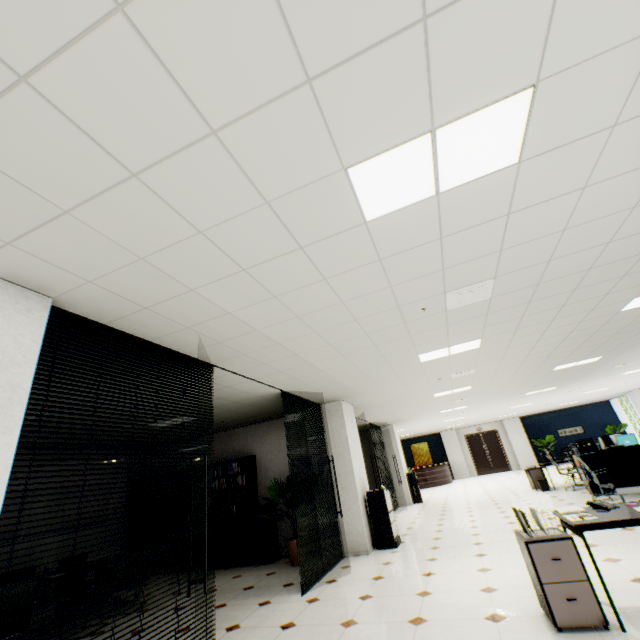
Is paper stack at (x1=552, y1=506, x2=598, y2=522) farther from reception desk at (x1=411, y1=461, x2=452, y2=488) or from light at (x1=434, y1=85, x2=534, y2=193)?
reception desk at (x1=411, y1=461, x2=452, y2=488)

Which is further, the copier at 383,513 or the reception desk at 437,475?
the reception desk at 437,475

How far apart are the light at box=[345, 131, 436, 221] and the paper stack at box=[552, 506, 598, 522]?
3.1m

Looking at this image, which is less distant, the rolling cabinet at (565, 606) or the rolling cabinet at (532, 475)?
the rolling cabinet at (565, 606)

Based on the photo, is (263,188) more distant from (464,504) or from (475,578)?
(464,504)

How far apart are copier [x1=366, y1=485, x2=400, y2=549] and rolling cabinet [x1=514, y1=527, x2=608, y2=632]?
3.7 meters

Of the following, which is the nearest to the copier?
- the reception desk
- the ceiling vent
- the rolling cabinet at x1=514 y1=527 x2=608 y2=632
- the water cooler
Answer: the water cooler

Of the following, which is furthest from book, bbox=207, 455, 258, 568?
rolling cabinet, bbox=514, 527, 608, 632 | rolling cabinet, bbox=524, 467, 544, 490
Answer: rolling cabinet, bbox=524, 467, 544, 490
